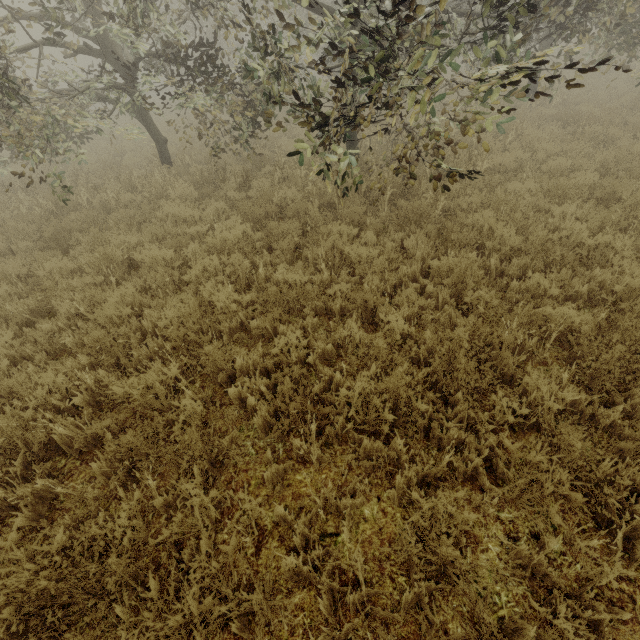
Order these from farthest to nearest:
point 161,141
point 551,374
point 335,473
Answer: point 161,141
point 551,374
point 335,473
